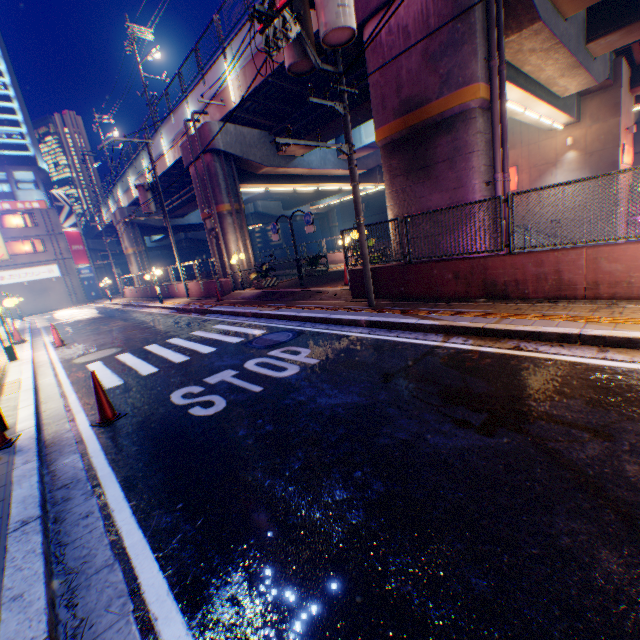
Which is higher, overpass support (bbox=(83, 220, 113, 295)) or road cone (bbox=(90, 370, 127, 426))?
overpass support (bbox=(83, 220, 113, 295))

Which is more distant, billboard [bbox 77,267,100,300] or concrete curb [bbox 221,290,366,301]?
billboard [bbox 77,267,100,300]

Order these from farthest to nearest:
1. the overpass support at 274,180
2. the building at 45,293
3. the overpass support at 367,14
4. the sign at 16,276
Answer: the building at 45,293 < the sign at 16,276 < the overpass support at 274,180 < the overpass support at 367,14

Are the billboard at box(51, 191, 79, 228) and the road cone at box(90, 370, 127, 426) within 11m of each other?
no

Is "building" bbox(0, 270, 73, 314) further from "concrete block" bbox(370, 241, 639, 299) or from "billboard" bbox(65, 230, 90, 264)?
"concrete block" bbox(370, 241, 639, 299)

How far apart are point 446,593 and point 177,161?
26.6 meters

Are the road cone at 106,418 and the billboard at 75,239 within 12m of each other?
no

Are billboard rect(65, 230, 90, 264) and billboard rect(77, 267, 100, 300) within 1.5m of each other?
yes
